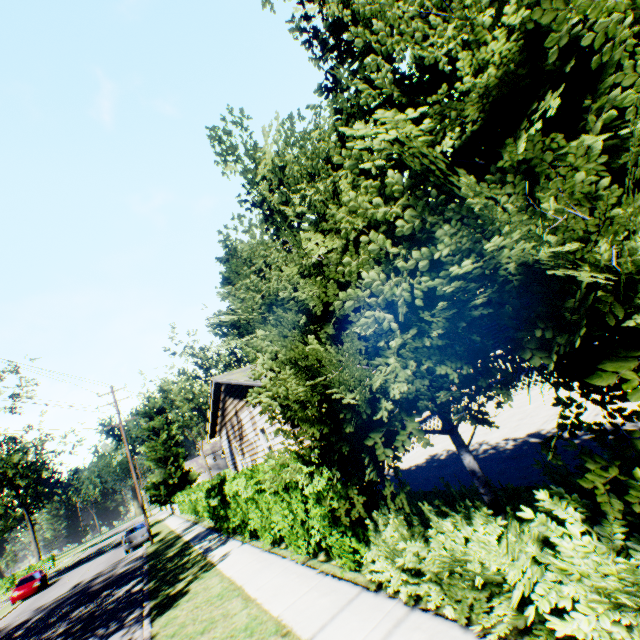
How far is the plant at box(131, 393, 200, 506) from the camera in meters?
41.7

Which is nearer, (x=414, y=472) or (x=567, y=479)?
(x=567, y=479)

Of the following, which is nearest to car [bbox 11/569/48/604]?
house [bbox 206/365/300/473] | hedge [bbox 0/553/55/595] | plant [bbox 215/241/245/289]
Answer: plant [bbox 215/241/245/289]

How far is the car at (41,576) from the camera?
25.78m

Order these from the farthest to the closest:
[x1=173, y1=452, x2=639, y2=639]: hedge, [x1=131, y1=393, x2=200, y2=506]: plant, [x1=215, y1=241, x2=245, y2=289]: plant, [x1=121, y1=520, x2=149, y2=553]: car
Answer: [x1=131, y1=393, x2=200, y2=506]: plant < [x1=215, y1=241, x2=245, y2=289]: plant < [x1=121, y1=520, x2=149, y2=553]: car < [x1=173, y1=452, x2=639, y2=639]: hedge

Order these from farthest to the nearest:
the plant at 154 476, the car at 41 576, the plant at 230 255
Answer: the plant at 154 476 → the plant at 230 255 → the car at 41 576

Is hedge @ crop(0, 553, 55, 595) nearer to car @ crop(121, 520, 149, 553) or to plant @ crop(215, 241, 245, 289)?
plant @ crop(215, 241, 245, 289)

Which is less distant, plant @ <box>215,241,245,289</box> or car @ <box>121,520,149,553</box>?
car @ <box>121,520,149,553</box>
